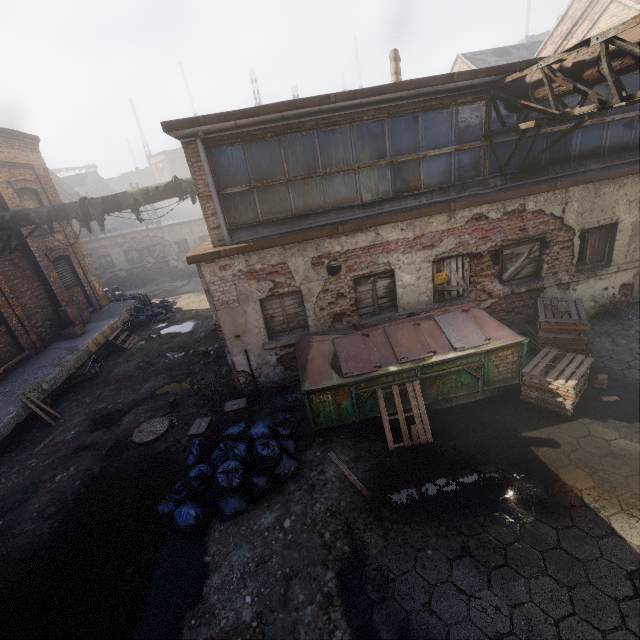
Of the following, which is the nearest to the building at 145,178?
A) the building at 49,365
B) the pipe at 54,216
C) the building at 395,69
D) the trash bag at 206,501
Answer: the pipe at 54,216

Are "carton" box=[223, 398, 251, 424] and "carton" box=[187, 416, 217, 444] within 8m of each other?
yes

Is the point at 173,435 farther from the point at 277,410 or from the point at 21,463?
the point at 21,463

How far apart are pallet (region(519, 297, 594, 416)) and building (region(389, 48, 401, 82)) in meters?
11.5 m

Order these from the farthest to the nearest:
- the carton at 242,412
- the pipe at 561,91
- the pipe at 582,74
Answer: the carton at 242,412 → the pipe at 561,91 → the pipe at 582,74

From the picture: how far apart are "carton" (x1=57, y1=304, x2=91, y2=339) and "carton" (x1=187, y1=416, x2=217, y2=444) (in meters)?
9.03

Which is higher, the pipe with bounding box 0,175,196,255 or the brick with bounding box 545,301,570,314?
the pipe with bounding box 0,175,196,255

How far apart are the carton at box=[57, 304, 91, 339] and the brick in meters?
15.9 m
